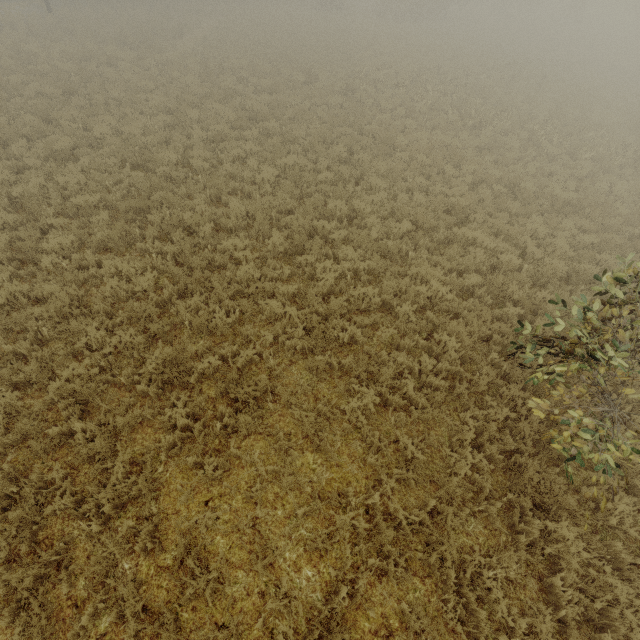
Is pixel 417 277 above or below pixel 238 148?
below
